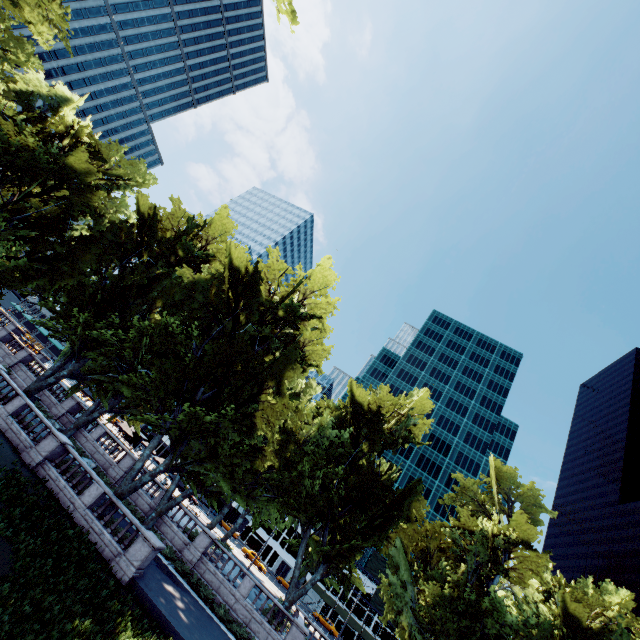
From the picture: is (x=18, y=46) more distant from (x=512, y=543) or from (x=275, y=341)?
(x=512, y=543)
